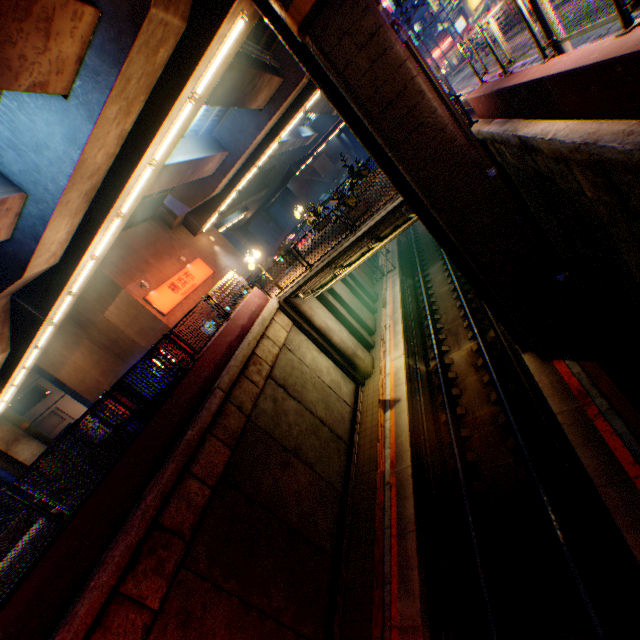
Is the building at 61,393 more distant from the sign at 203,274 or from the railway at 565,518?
the railway at 565,518

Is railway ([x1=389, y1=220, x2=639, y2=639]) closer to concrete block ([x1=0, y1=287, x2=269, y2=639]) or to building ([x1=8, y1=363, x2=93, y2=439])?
concrete block ([x1=0, y1=287, x2=269, y2=639])

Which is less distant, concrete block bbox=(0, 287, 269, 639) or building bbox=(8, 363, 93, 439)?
concrete block bbox=(0, 287, 269, 639)

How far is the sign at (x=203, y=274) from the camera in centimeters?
1980cm

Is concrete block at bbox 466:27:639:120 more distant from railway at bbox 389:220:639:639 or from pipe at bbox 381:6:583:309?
railway at bbox 389:220:639:639

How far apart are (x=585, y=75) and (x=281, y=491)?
10.92m

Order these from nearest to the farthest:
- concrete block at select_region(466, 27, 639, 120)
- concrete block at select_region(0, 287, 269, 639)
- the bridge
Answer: concrete block at select_region(466, 27, 639, 120) → concrete block at select_region(0, 287, 269, 639) → the bridge

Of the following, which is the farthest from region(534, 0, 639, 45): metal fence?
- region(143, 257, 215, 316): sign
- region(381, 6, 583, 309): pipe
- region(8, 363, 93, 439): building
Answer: region(8, 363, 93, 439): building
